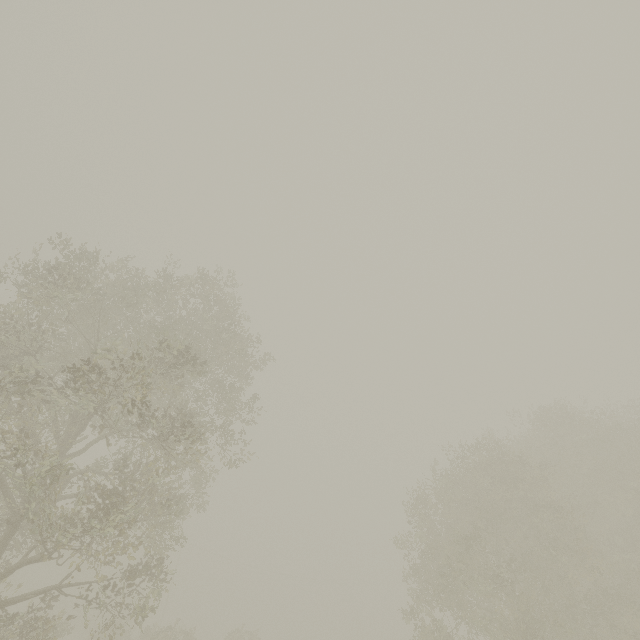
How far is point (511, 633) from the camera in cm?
1300

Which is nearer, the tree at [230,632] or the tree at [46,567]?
the tree at [46,567]

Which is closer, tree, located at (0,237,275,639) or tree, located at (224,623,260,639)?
tree, located at (0,237,275,639)
